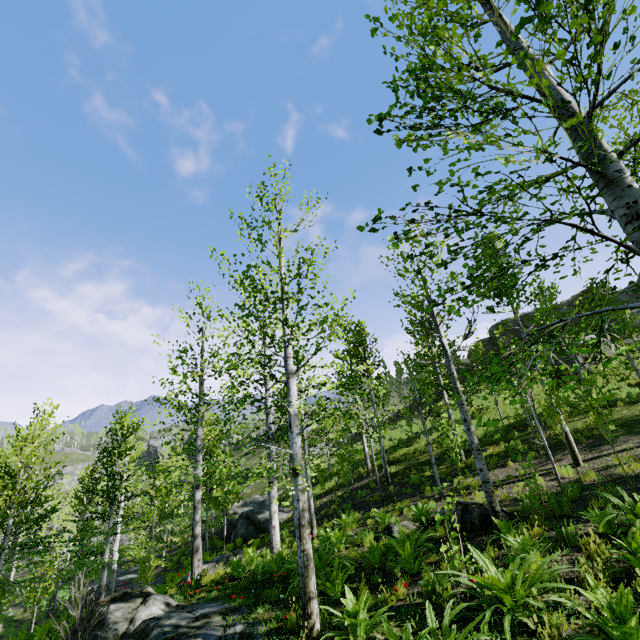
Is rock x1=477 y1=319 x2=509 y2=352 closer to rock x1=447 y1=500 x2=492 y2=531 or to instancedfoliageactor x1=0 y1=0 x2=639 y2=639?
rock x1=447 y1=500 x2=492 y2=531

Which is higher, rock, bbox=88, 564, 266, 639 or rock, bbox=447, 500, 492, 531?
rock, bbox=447, 500, 492, 531

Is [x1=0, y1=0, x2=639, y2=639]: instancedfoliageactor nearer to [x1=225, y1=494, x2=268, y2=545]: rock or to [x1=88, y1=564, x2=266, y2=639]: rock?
[x1=225, y1=494, x2=268, y2=545]: rock

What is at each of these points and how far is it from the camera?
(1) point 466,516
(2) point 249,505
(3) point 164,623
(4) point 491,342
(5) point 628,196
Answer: (1) rock, 8.82m
(2) rock, 31.19m
(3) rock, 7.14m
(4) rock, 40.66m
(5) instancedfoliageactor, 3.19m

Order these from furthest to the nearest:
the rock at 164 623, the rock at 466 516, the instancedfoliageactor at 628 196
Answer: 1. the rock at 466 516
2. the rock at 164 623
3. the instancedfoliageactor at 628 196

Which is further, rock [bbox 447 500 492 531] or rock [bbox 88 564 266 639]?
rock [bbox 447 500 492 531]

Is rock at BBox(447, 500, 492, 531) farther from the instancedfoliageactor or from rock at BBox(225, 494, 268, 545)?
the instancedfoliageactor

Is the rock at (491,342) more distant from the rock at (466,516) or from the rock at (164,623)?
the rock at (164,623)
